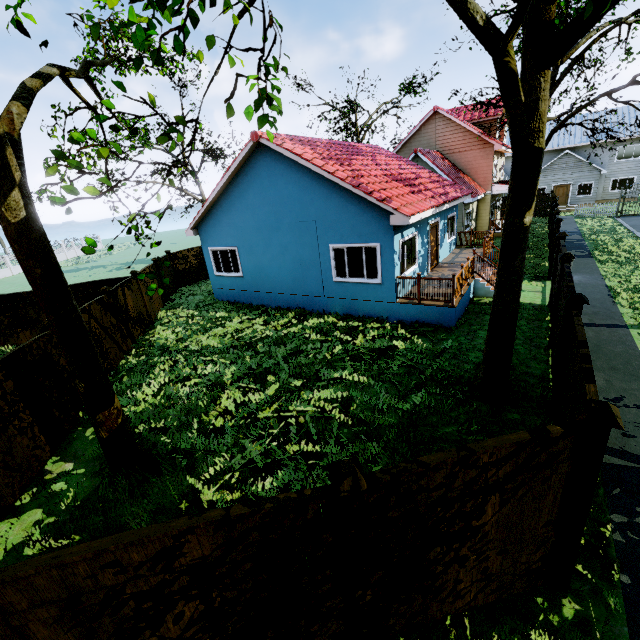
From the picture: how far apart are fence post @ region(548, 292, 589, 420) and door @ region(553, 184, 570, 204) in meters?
38.4

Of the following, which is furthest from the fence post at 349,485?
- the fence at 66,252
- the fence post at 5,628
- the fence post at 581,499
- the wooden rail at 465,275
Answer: the wooden rail at 465,275

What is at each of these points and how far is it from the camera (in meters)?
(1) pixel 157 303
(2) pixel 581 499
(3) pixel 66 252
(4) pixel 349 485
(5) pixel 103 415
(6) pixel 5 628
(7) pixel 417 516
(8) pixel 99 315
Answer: (1) fence, 16.03
(2) fence post, 3.27
(3) fence, 49.62
(4) fence post, 2.54
(5) tree, 5.67
(6) fence post, 2.44
(7) fence, 3.01
(8) fence, 10.27

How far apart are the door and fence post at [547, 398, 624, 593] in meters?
41.7

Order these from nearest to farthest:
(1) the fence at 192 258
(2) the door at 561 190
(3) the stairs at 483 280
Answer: (3) the stairs at 483 280 < (1) the fence at 192 258 < (2) the door at 561 190

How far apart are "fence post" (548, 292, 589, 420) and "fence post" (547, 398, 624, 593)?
2.9 meters

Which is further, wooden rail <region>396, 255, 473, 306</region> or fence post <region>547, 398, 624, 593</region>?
wooden rail <region>396, 255, 473, 306</region>

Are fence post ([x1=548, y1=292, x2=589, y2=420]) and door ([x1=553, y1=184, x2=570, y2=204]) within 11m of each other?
no
